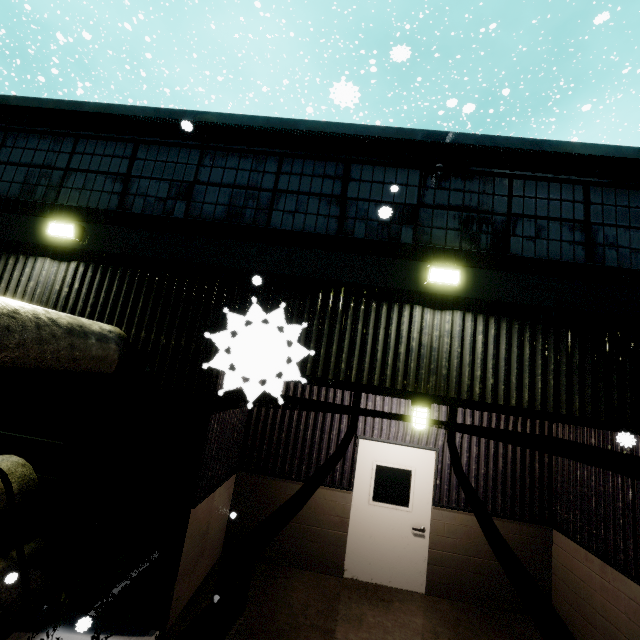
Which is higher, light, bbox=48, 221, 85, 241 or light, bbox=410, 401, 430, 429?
light, bbox=48, 221, 85, 241

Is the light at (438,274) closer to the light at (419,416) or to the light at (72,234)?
the light at (419,416)

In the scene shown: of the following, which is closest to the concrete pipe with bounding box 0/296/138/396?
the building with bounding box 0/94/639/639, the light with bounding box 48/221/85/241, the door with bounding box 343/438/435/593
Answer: the building with bounding box 0/94/639/639

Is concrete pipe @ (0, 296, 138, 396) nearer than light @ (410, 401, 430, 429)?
Yes

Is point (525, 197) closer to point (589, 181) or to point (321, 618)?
point (589, 181)

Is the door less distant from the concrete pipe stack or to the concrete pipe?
the concrete pipe

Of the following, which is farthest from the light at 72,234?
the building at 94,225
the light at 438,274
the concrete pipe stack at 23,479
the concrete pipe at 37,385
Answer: the light at 438,274

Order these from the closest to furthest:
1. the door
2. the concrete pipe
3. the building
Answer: the concrete pipe, the building, the door
